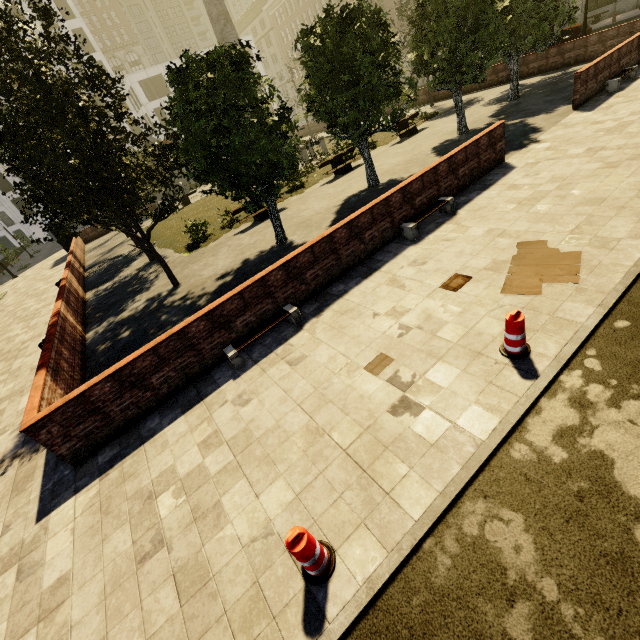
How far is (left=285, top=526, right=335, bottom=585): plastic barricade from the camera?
3.1 meters

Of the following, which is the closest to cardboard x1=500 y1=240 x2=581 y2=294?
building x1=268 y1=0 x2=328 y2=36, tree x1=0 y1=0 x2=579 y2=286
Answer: tree x1=0 y1=0 x2=579 y2=286

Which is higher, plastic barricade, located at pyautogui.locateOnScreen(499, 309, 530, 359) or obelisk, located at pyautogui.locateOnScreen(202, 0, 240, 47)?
obelisk, located at pyautogui.locateOnScreen(202, 0, 240, 47)

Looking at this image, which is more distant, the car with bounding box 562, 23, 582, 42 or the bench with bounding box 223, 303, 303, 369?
the car with bounding box 562, 23, 582, 42

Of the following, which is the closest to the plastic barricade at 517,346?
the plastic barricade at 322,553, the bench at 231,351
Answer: the plastic barricade at 322,553

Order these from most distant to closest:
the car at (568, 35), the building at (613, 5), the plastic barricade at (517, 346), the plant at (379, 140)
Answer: the building at (613, 5) < the car at (568, 35) < the plant at (379, 140) < the plastic barricade at (517, 346)

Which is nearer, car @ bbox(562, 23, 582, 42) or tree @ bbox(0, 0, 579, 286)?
tree @ bbox(0, 0, 579, 286)

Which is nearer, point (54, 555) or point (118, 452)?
point (54, 555)
